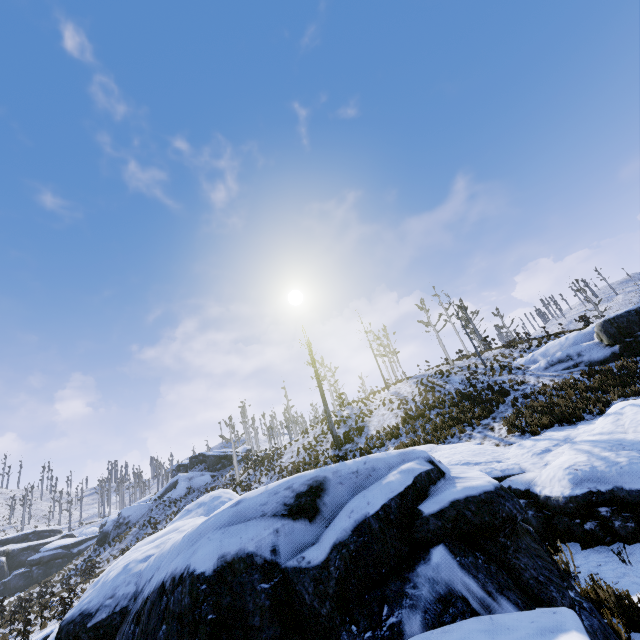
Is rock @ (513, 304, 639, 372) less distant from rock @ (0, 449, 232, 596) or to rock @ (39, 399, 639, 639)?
rock @ (39, 399, 639, 639)

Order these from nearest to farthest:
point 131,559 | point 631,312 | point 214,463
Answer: point 131,559, point 631,312, point 214,463

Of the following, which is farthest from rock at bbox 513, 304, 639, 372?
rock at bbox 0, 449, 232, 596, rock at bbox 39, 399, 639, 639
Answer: rock at bbox 0, 449, 232, 596

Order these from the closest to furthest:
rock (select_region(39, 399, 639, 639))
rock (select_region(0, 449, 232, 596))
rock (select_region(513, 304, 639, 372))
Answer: rock (select_region(39, 399, 639, 639)) → rock (select_region(513, 304, 639, 372)) → rock (select_region(0, 449, 232, 596))

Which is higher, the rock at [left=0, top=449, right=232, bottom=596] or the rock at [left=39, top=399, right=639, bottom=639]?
the rock at [left=0, top=449, right=232, bottom=596]

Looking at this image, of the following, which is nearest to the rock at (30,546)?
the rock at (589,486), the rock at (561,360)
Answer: the rock at (589,486)

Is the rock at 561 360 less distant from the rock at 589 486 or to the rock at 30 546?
the rock at 589 486

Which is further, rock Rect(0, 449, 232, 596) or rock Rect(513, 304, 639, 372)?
rock Rect(0, 449, 232, 596)
